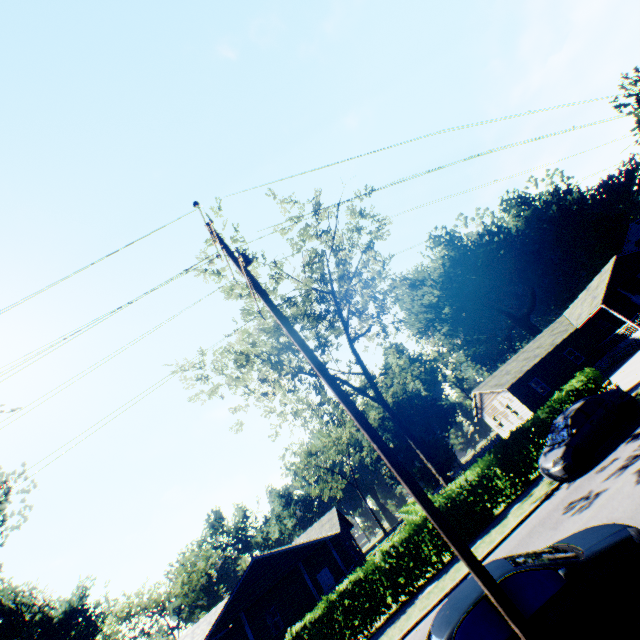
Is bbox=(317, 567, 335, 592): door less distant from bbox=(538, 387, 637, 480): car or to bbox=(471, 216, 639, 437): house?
bbox=(538, 387, 637, 480): car

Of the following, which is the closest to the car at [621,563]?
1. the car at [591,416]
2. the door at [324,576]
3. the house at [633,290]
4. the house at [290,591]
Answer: the car at [591,416]

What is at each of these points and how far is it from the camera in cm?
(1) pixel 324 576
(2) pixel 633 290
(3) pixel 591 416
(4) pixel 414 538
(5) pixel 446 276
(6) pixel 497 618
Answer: (1) door, 2662
(2) house, 3412
(3) car, 1309
(4) hedge, 1589
(5) plant, 5716
(6) car, 477

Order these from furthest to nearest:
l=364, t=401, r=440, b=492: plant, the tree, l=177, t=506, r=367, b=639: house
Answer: l=364, t=401, r=440, b=492: plant → l=177, t=506, r=367, b=639: house → the tree

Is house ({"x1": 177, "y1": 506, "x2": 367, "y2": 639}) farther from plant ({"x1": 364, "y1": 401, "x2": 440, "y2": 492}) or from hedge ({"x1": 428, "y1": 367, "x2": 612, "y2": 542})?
plant ({"x1": 364, "y1": 401, "x2": 440, "y2": 492})

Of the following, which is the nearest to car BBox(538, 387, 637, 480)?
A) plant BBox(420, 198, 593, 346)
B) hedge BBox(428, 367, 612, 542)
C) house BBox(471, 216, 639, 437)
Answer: hedge BBox(428, 367, 612, 542)

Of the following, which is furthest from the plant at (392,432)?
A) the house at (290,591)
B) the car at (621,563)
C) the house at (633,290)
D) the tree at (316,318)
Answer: the house at (290,591)

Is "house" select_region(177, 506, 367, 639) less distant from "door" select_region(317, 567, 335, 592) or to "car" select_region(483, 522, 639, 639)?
"door" select_region(317, 567, 335, 592)
